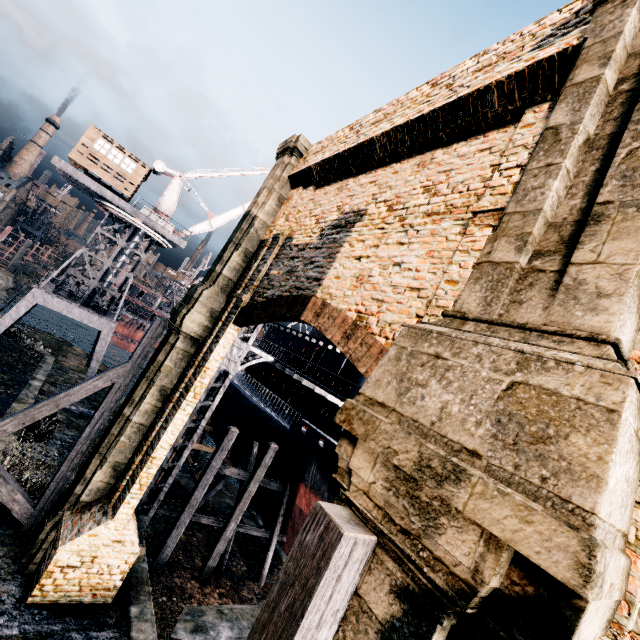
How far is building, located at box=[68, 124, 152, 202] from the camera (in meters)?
24.45

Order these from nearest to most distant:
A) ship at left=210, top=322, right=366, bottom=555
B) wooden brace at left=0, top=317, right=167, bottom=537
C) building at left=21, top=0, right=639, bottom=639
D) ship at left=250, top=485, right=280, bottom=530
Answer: building at left=21, top=0, right=639, bottom=639
wooden brace at left=0, top=317, right=167, bottom=537
ship at left=210, top=322, right=366, bottom=555
ship at left=250, top=485, right=280, bottom=530

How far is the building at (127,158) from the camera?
24.5m

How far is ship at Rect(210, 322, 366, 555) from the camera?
18.00m

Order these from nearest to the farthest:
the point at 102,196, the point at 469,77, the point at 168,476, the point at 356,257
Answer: the point at 469,77
the point at 356,257
the point at 168,476
the point at 102,196

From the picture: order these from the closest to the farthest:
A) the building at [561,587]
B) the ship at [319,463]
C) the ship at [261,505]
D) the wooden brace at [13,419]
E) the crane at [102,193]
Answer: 1. the building at [561,587]
2. the wooden brace at [13,419]
3. the ship at [319,463]
4. the ship at [261,505]
5. the crane at [102,193]

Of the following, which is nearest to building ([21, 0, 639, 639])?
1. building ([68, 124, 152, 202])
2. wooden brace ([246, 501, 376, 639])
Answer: wooden brace ([246, 501, 376, 639])
